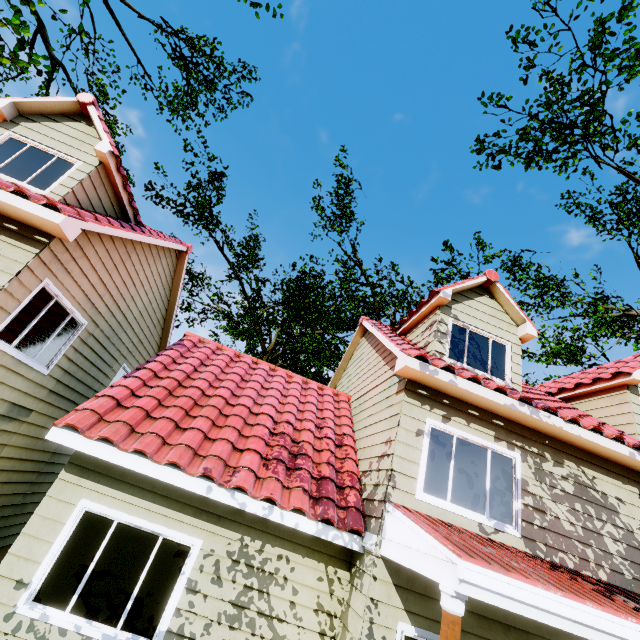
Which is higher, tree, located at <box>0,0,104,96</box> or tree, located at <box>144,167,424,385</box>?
tree, located at <box>0,0,104,96</box>

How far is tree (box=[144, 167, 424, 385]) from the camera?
17.8 meters

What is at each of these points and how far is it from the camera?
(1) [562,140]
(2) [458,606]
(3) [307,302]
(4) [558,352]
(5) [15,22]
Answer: (1) tree, 11.5 meters
(2) wooden, 3.2 meters
(3) tree, 18.0 meters
(4) tree, 30.5 meters
(5) tree, 7.7 meters

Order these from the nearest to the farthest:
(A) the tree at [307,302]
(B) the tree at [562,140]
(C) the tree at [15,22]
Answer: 1. (C) the tree at [15,22]
2. (B) the tree at [562,140]
3. (A) the tree at [307,302]

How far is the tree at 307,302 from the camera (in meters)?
17.83

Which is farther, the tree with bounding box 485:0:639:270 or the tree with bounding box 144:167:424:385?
the tree with bounding box 144:167:424:385

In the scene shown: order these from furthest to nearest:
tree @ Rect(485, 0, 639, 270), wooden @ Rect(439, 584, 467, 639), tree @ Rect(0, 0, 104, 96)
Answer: tree @ Rect(485, 0, 639, 270) < tree @ Rect(0, 0, 104, 96) < wooden @ Rect(439, 584, 467, 639)
